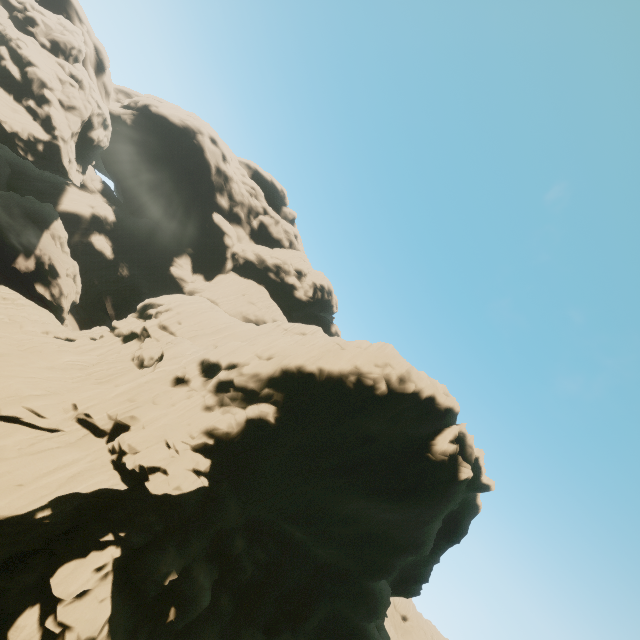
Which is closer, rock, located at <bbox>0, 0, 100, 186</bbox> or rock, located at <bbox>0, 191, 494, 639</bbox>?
rock, located at <bbox>0, 191, 494, 639</bbox>

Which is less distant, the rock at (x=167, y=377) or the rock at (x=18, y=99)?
the rock at (x=167, y=377)

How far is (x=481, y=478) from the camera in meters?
30.1
